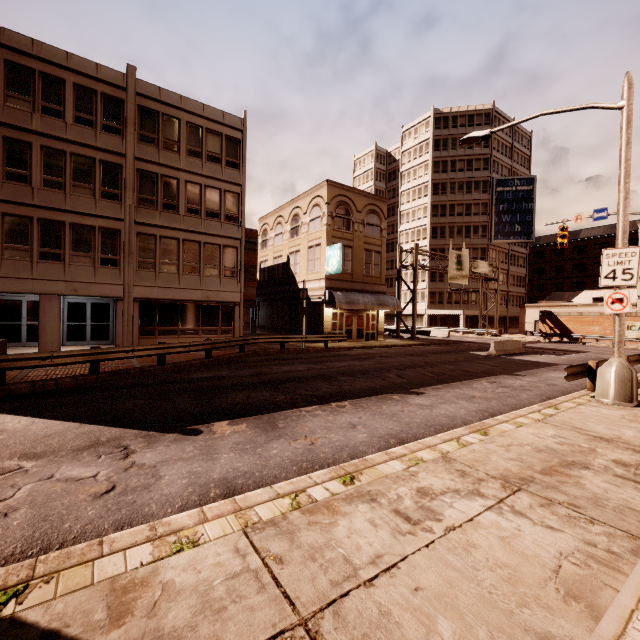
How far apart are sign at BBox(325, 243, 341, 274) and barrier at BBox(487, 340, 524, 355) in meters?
11.7 m

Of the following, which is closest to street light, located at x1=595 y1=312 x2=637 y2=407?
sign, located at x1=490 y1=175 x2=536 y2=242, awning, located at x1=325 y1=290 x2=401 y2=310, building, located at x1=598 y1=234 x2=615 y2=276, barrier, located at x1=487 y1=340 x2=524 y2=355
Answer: barrier, located at x1=487 y1=340 x2=524 y2=355

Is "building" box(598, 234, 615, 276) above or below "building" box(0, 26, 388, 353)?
above

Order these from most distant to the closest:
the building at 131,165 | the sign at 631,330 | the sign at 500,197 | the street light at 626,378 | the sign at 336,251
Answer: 1. the sign at 500,197
2. the sign at 631,330
3. the sign at 336,251
4. the building at 131,165
5. the street light at 626,378

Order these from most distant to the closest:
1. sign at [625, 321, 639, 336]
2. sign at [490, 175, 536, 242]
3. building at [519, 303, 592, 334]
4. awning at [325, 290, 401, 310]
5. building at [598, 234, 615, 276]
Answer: building at [598, 234, 615, 276] < sign at [490, 175, 536, 242] < building at [519, 303, 592, 334] < sign at [625, 321, 639, 336] < awning at [325, 290, 401, 310]

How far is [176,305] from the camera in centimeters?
2045cm

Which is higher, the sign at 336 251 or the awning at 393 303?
the sign at 336 251

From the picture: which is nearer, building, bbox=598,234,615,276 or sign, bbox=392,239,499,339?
sign, bbox=392,239,499,339
